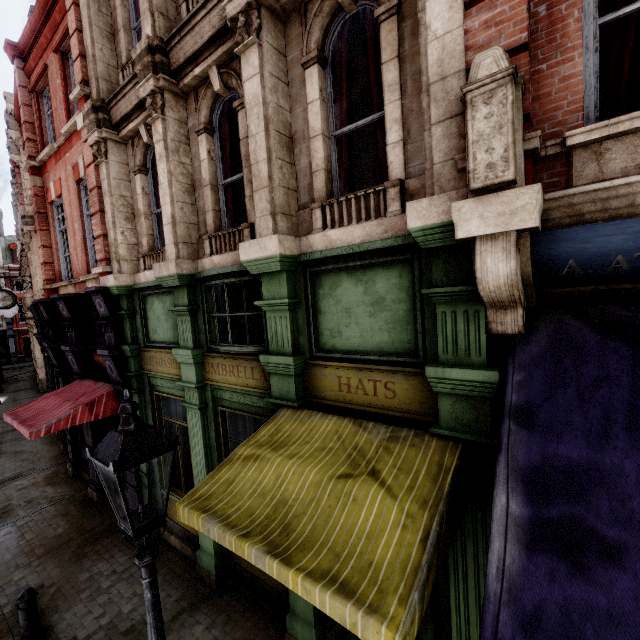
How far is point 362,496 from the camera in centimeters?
294cm

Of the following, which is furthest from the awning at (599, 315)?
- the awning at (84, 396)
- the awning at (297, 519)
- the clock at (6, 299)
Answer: the clock at (6, 299)

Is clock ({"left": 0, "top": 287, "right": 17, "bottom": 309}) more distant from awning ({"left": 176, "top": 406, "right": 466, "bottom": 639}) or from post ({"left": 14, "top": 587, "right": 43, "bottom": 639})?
awning ({"left": 176, "top": 406, "right": 466, "bottom": 639})

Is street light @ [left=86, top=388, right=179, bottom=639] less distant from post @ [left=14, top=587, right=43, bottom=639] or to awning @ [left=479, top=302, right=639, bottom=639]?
awning @ [left=479, top=302, right=639, bottom=639]

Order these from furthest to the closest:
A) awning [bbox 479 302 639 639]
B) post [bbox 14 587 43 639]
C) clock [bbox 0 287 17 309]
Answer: clock [bbox 0 287 17 309] < post [bbox 14 587 43 639] < awning [bbox 479 302 639 639]

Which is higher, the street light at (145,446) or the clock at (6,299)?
the clock at (6,299)

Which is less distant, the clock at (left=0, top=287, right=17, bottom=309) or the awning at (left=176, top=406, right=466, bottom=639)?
the awning at (left=176, top=406, right=466, bottom=639)

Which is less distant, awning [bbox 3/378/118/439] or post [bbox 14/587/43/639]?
post [bbox 14/587/43/639]
